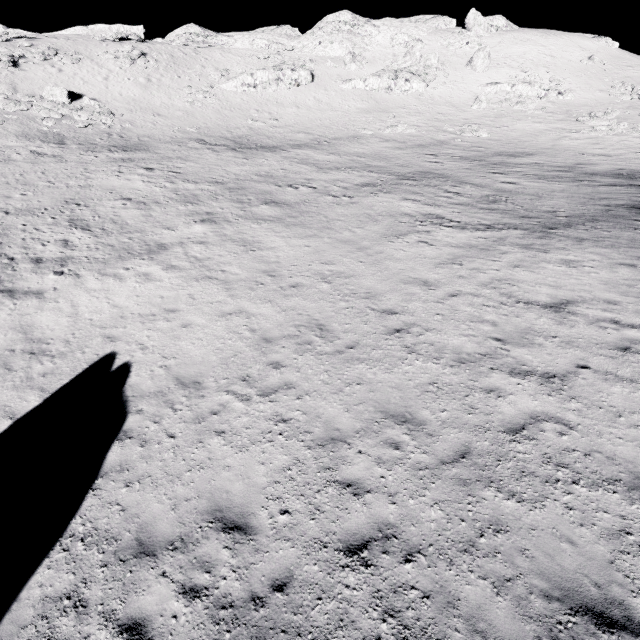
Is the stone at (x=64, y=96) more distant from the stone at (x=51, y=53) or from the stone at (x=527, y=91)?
the stone at (x=527, y=91)

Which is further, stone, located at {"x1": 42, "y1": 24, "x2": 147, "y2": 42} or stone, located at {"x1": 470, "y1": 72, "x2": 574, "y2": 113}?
stone, located at {"x1": 42, "y1": 24, "x2": 147, "y2": 42}

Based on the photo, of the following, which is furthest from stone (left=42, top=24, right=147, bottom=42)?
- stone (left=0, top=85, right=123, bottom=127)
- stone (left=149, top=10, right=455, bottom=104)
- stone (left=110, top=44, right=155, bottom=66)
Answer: stone (left=0, top=85, right=123, bottom=127)

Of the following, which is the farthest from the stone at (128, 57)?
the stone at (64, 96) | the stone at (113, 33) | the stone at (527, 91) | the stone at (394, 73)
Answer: the stone at (527, 91)

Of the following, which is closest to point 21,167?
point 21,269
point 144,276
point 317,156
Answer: point 21,269

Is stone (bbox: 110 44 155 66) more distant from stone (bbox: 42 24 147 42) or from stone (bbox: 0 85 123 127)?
stone (bbox: 42 24 147 42)

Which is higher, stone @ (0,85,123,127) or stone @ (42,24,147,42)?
stone @ (42,24,147,42)

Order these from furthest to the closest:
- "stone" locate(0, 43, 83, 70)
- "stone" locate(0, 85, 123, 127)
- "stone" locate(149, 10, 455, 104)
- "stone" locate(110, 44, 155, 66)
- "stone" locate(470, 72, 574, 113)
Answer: "stone" locate(149, 10, 455, 104) → "stone" locate(110, 44, 155, 66) → "stone" locate(470, 72, 574, 113) → "stone" locate(0, 43, 83, 70) → "stone" locate(0, 85, 123, 127)
